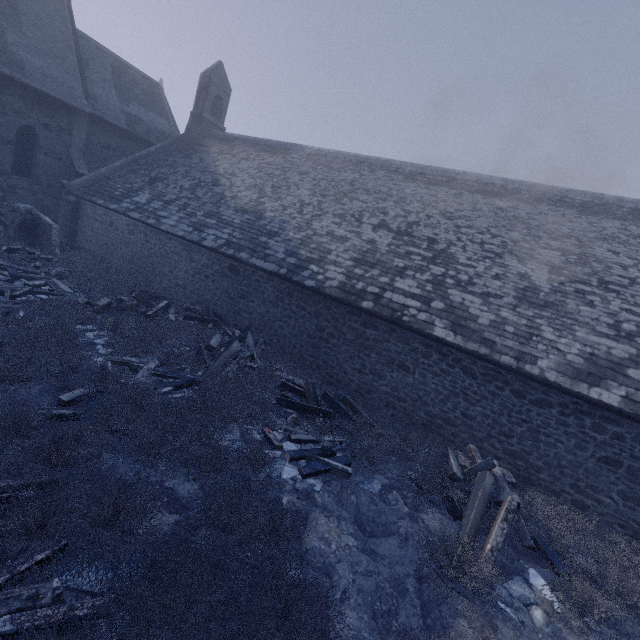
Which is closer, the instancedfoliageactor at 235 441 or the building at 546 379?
the instancedfoliageactor at 235 441

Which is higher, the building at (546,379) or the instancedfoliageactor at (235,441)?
the building at (546,379)

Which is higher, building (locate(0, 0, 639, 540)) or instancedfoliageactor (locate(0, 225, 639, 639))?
building (locate(0, 0, 639, 540))

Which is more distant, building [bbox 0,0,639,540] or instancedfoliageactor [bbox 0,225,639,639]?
building [bbox 0,0,639,540]

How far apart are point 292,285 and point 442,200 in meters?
7.2
